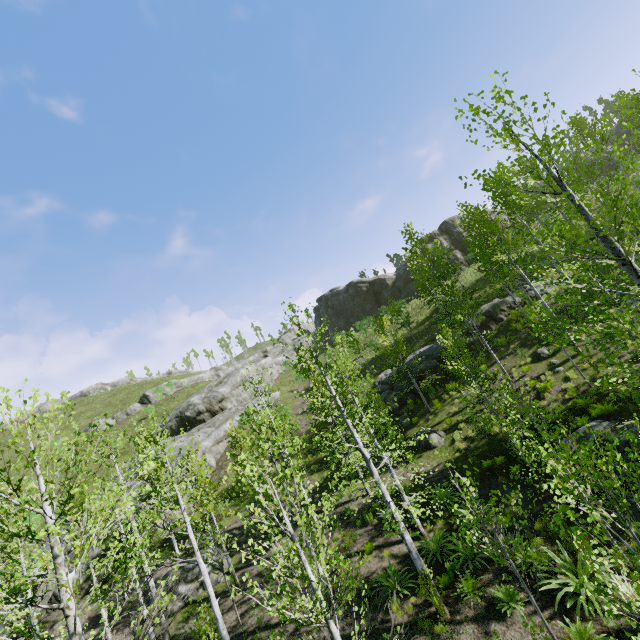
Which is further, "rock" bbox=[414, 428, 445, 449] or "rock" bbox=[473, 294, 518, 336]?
"rock" bbox=[473, 294, 518, 336]

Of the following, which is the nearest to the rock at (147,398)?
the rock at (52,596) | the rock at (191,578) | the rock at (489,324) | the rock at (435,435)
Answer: the rock at (52,596)

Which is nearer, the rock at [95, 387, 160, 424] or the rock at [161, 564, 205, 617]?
the rock at [161, 564, 205, 617]

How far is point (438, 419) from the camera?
19.75m

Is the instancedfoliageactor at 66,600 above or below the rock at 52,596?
above

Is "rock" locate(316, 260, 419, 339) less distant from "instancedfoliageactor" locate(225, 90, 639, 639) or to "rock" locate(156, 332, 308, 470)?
"rock" locate(156, 332, 308, 470)

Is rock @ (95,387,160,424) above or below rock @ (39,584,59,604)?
above

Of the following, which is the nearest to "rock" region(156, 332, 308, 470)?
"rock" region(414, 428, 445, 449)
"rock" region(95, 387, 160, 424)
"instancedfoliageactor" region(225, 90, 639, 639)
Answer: "rock" region(95, 387, 160, 424)
